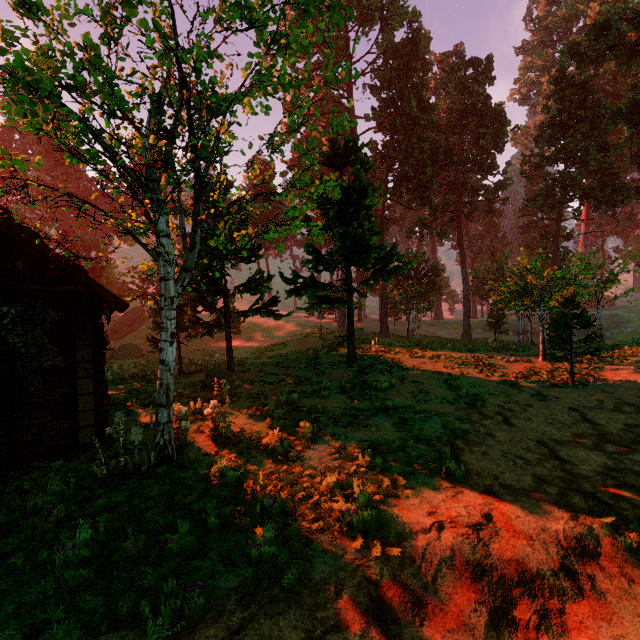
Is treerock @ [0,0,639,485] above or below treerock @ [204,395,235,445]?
above

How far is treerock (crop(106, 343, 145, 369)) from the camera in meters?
26.8 m

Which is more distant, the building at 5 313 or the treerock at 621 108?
the building at 5 313

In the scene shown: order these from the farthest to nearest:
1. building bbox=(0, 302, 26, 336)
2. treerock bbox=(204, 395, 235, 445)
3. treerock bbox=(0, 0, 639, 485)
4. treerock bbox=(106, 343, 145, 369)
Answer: treerock bbox=(106, 343, 145, 369) < treerock bbox=(204, 395, 235, 445) < building bbox=(0, 302, 26, 336) < treerock bbox=(0, 0, 639, 485)

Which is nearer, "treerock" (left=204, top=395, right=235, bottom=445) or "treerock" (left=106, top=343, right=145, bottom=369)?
"treerock" (left=204, top=395, right=235, bottom=445)

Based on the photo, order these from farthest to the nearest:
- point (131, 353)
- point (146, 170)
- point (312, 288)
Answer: point (131, 353) < point (312, 288) < point (146, 170)

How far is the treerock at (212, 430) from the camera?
7.7 meters

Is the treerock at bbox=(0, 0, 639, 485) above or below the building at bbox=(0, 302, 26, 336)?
above
